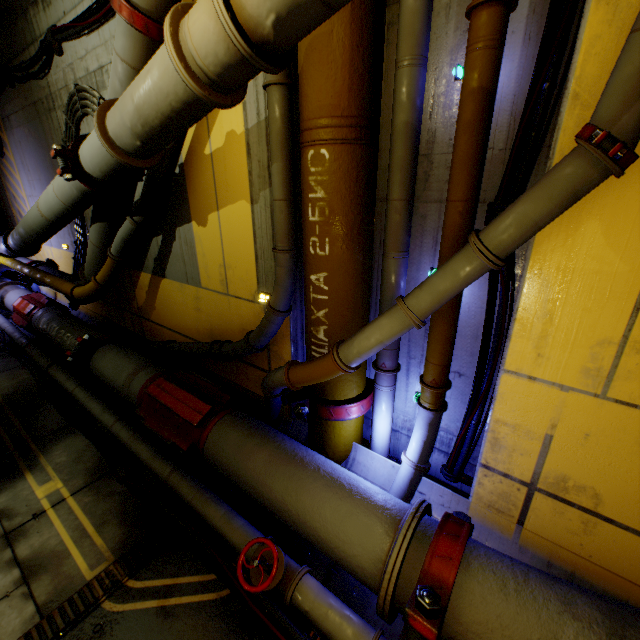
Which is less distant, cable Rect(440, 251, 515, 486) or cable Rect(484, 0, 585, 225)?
cable Rect(484, 0, 585, 225)

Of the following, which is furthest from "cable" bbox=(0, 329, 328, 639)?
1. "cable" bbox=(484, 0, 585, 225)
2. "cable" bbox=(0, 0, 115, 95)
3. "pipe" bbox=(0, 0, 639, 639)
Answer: "cable" bbox=(0, 0, 115, 95)

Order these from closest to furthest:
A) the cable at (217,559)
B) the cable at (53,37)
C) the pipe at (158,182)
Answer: the pipe at (158,182)
the cable at (217,559)
the cable at (53,37)

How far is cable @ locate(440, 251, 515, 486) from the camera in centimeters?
287cm

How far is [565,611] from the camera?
2.0m

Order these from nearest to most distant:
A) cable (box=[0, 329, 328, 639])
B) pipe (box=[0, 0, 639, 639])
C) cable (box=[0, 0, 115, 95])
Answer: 1. pipe (box=[0, 0, 639, 639])
2. cable (box=[0, 329, 328, 639])
3. cable (box=[0, 0, 115, 95])

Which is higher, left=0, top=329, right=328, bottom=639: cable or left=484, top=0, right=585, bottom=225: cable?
left=484, top=0, right=585, bottom=225: cable

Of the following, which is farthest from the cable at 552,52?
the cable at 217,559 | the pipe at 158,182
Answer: the cable at 217,559
